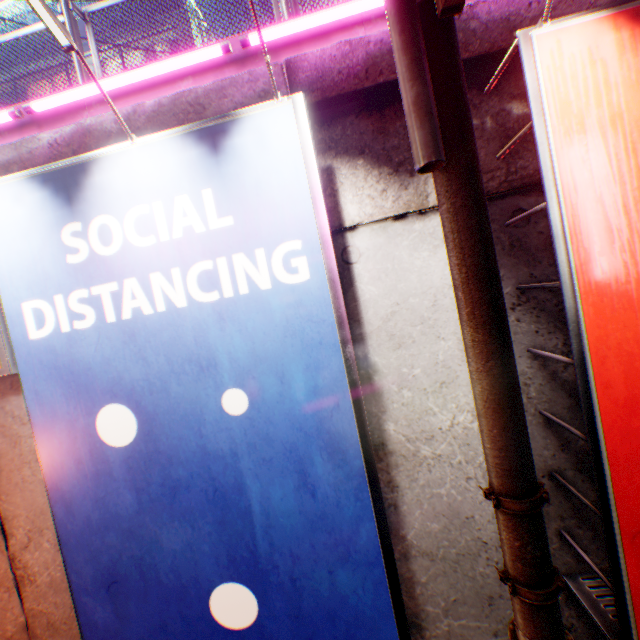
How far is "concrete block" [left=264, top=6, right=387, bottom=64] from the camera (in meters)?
3.08

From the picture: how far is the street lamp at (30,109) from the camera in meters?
3.2

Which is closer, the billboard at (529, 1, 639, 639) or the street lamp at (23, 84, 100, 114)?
the billboard at (529, 1, 639, 639)

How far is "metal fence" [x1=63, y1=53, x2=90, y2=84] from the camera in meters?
3.7 m

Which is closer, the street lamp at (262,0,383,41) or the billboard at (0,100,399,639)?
the billboard at (0,100,399,639)

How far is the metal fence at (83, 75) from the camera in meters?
3.7 m

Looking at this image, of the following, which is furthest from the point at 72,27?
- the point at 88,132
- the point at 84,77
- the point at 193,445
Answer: the point at 193,445

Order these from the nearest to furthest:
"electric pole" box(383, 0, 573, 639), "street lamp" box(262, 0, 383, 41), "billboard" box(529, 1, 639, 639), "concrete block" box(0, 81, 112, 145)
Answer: "electric pole" box(383, 0, 573, 639)
"billboard" box(529, 1, 639, 639)
"street lamp" box(262, 0, 383, 41)
"concrete block" box(0, 81, 112, 145)
